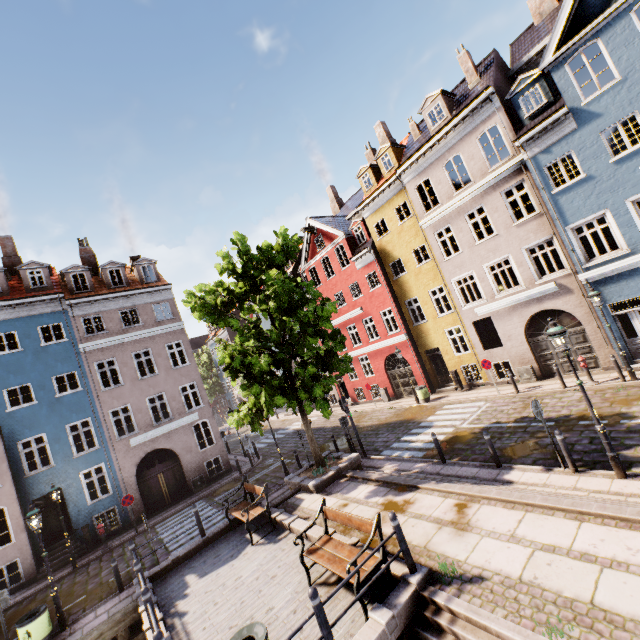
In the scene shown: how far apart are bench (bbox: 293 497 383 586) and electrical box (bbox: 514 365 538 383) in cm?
1349

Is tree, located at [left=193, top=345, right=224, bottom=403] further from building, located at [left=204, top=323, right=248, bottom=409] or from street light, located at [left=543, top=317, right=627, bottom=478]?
street light, located at [left=543, top=317, right=627, bottom=478]

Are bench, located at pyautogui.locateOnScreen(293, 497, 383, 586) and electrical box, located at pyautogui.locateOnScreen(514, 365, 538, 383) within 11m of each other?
no

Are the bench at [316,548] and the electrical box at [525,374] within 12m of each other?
no

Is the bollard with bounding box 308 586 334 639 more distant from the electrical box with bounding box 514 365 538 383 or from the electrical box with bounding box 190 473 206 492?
the electrical box with bounding box 190 473 206 492

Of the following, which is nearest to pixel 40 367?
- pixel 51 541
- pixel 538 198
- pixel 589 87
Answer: pixel 51 541

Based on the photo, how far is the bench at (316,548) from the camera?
6.3m

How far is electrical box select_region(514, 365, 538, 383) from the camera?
16.2 meters
